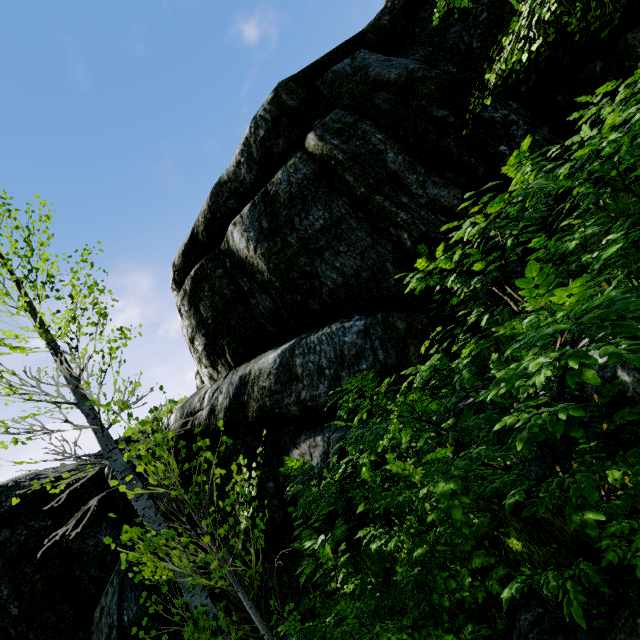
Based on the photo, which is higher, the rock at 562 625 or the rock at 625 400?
the rock at 625 400

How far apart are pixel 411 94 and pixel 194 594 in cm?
880

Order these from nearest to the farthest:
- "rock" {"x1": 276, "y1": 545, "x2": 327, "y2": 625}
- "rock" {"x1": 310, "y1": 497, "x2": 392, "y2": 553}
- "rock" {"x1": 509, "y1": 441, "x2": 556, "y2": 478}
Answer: "rock" {"x1": 509, "y1": 441, "x2": 556, "y2": 478} → "rock" {"x1": 310, "y1": 497, "x2": 392, "y2": 553} → "rock" {"x1": 276, "y1": 545, "x2": 327, "y2": 625}

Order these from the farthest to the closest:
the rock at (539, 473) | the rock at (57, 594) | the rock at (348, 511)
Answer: the rock at (57, 594), the rock at (348, 511), the rock at (539, 473)

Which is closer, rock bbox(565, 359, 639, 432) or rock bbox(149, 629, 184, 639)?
rock bbox(565, 359, 639, 432)

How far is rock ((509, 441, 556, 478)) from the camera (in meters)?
2.65
